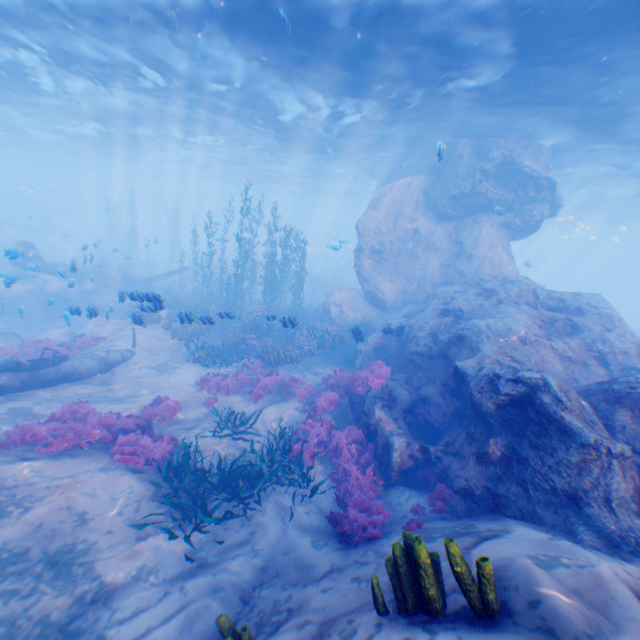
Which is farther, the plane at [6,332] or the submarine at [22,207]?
the submarine at [22,207]

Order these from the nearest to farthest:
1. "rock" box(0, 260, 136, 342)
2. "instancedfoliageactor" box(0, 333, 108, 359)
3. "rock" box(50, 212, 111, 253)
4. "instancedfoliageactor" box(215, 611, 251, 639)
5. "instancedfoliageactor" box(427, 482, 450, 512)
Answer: "instancedfoliageactor" box(215, 611, 251, 639), "instancedfoliageactor" box(427, 482, 450, 512), "instancedfoliageactor" box(0, 333, 108, 359), "rock" box(0, 260, 136, 342), "rock" box(50, 212, 111, 253)

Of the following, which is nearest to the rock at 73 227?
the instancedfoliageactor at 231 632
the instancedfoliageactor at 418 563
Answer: the instancedfoliageactor at 418 563

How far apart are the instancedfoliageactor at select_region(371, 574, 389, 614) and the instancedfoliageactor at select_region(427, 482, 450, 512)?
3.6m

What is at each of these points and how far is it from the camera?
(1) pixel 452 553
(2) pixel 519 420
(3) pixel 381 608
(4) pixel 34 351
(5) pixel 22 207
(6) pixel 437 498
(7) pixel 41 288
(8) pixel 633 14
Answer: (1) instancedfoliageactor, 3.0 meters
(2) rock, 6.6 meters
(3) instancedfoliageactor, 3.3 meters
(4) instancedfoliageactor, 12.3 meters
(5) submarine, 51.4 meters
(6) instancedfoliageactor, 6.9 meters
(7) rock, 21.7 meters
(8) light, 8.4 meters

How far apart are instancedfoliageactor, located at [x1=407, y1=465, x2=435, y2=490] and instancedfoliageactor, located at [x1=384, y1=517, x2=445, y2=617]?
4.39m

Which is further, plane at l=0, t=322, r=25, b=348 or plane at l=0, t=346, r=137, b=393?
plane at l=0, t=322, r=25, b=348
